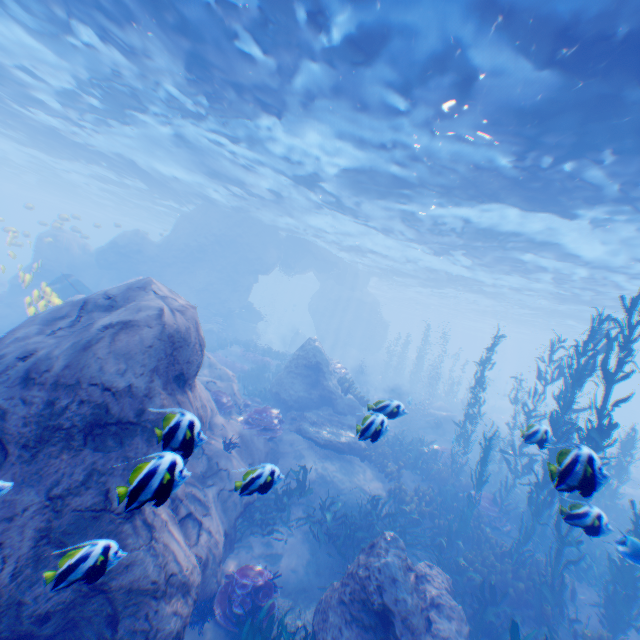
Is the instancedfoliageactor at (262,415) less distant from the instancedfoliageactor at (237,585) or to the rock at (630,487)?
the rock at (630,487)

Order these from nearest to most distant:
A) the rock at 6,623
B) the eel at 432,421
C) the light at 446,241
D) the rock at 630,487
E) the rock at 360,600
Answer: the rock at 6,623 < the rock at 360,600 < the light at 446,241 < the eel at 432,421 < the rock at 630,487

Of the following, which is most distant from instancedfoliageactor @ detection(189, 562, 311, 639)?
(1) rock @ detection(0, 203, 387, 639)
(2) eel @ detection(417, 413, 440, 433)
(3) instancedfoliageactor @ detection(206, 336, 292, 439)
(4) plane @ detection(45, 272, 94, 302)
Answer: (2) eel @ detection(417, 413, 440, 433)

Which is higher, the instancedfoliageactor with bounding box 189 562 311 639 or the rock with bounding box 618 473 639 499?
the rock with bounding box 618 473 639 499

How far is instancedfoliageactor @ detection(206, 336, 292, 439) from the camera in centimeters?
1116cm

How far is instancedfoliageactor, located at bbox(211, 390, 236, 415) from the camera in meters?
11.6 m

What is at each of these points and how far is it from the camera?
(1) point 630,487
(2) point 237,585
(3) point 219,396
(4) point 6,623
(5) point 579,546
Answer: (1) rock, 21.16m
(2) instancedfoliageactor, 6.46m
(3) instancedfoliageactor, 11.71m
(4) rock, 4.19m
(5) instancedfoliageactor, 10.60m

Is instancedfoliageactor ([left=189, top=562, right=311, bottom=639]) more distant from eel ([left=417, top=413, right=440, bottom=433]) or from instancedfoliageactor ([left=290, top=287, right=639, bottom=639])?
eel ([left=417, top=413, right=440, bottom=433])
